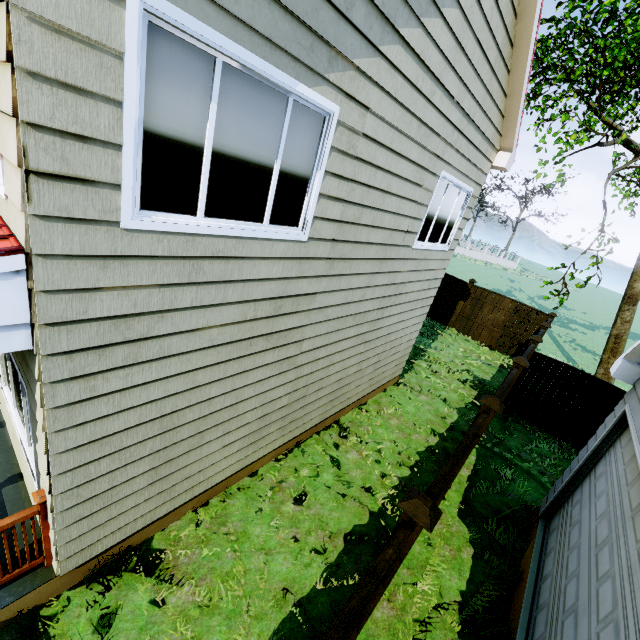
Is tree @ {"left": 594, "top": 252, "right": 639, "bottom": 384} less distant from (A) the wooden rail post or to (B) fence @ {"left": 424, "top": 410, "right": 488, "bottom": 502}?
(B) fence @ {"left": 424, "top": 410, "right": 488, "bottom": 502}

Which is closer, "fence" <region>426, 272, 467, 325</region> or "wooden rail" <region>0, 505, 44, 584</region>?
"wooden rail" <region>0, 505, 44, 584</region>

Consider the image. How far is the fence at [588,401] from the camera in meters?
8.4 m

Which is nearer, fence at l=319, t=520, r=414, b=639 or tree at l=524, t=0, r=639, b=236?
fence at l=319, t=520, r=414, b=639

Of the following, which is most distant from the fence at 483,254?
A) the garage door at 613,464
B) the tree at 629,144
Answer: the tree at 629,144

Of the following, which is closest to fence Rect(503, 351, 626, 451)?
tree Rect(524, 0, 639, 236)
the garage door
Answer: the garage door

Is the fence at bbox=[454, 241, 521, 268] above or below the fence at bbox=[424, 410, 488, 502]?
below

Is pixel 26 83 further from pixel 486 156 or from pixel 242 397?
pixel 486 156
